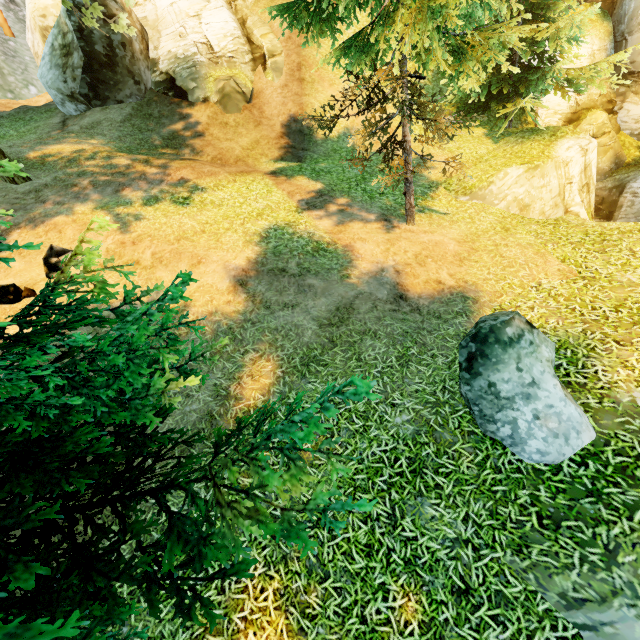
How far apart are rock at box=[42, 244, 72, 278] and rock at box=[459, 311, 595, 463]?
9.5m

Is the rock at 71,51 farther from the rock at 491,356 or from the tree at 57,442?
the rock at 491,356

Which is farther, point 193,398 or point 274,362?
point 274,362

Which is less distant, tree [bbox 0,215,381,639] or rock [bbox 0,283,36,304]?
tree [bbox 0,215,381,639]

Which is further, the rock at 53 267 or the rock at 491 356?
the rock at 53 267

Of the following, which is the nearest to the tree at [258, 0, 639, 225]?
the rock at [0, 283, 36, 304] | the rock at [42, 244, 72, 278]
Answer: the rock at [0, 283, 36, 304]

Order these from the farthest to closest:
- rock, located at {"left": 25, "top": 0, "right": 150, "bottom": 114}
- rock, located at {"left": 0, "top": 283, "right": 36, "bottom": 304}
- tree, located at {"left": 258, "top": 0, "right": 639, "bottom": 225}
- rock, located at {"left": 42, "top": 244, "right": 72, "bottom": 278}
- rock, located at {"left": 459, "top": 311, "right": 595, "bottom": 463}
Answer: rock, located at {"left": 25, "top": 0, "right": 150, "bottom": 114} < rock, located at {"left": 42, "top": 244, "right": 72, "bottom": 278} < rock, located at {"left": 0, "top": 283, "right": 36, "bottom": 304} < tree, located at {"left": 258, "top": 0, "right": 639, "bottom": 225} < rock, located at {"left": 459, "top": 311, "right": 595, "bottom": 463}
